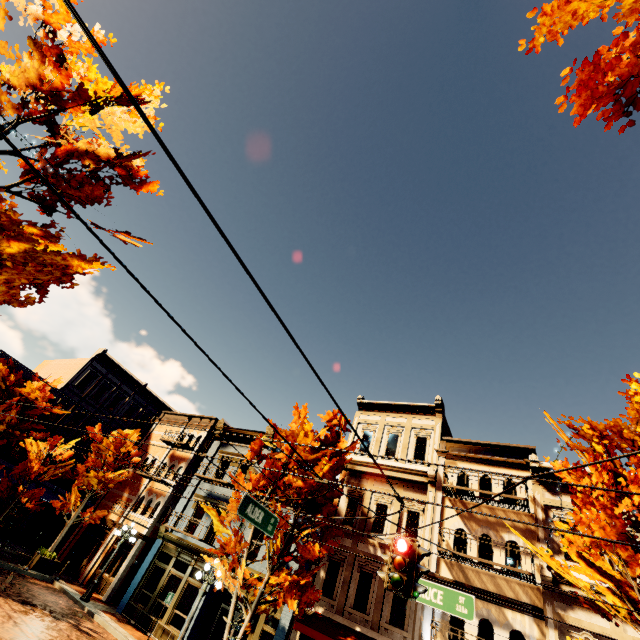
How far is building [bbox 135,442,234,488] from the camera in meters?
20.5

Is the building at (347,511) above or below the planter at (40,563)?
above

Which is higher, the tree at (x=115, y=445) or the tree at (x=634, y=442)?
the tree at (x=634, y=442)

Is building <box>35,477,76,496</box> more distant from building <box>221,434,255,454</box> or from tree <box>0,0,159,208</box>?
building <box>221,434,255,454</box>

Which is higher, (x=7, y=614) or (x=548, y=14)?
(x=548, y=14)

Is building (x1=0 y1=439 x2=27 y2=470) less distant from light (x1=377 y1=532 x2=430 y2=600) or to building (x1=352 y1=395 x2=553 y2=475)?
building (x1=352 y1=395 x2=553 y2=475)

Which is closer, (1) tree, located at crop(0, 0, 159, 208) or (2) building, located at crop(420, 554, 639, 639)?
(1) tree, located at crop(0, 0, 159, 208)

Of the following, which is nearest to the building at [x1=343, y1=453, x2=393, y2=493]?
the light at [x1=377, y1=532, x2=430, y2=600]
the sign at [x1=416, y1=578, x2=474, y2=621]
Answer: the sign at [x1=416, y1=578, x2=474, y2=621]
